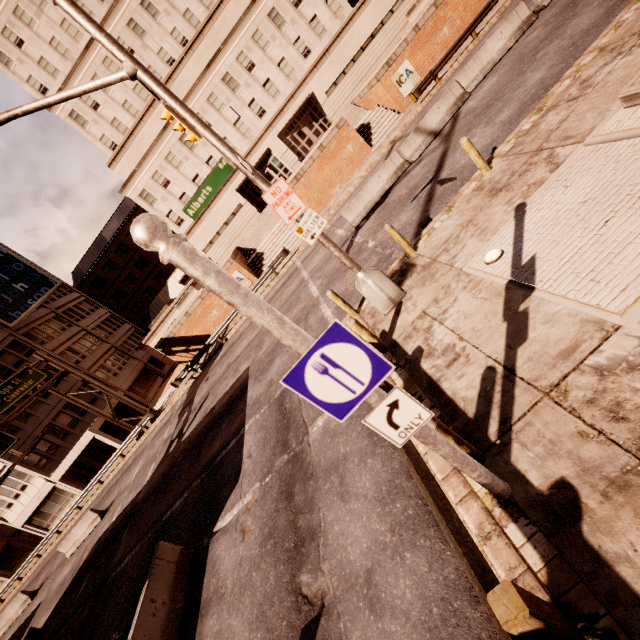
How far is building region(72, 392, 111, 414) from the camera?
33.2m

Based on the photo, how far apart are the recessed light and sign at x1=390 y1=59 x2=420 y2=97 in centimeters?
2377cm

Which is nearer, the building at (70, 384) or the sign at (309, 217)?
the sign at (309, 217)

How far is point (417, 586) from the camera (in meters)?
4.14

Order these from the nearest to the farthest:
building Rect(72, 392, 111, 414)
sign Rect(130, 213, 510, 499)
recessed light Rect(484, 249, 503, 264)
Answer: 1. sign Rect(130, 213, 510, 499)
2. recessed light Rect(484, 249, 503, 264)
3. building Rect(72, 392, 111, 414)

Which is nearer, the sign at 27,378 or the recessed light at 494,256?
the recessed light at 494,256

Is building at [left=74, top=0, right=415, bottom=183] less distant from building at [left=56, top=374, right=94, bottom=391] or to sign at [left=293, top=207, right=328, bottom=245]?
building at [left=56, top=374, right=94, bottom=391]

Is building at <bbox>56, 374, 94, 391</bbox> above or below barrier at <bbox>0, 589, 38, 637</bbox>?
above
